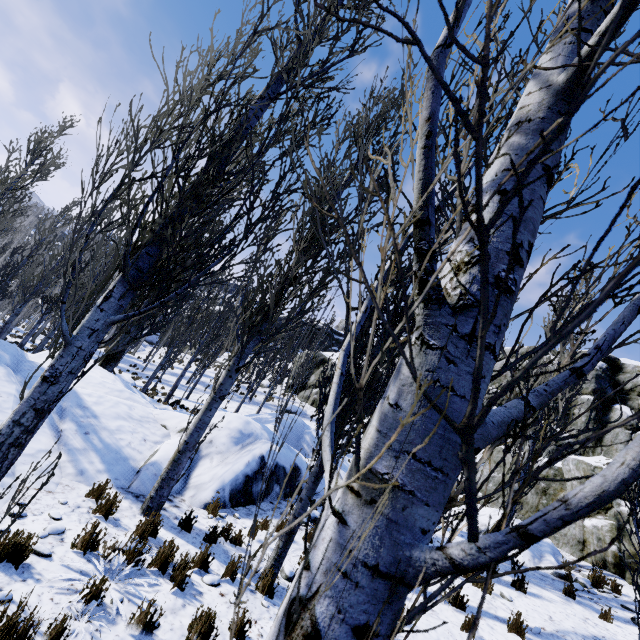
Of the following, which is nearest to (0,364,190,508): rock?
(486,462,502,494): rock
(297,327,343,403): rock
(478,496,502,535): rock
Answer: (478,496,502,535): rock

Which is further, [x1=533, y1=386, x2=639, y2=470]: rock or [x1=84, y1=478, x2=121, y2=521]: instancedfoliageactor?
[x1=533, y1=386, x2=639, y2=470]: rock

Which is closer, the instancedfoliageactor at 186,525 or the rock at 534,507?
the instancedfoliageactor at 186,525

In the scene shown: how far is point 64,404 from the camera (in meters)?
8.15

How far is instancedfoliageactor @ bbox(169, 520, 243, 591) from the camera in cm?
461

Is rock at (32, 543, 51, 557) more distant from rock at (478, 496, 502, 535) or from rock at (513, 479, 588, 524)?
rock at (513, 479, 588, 524)

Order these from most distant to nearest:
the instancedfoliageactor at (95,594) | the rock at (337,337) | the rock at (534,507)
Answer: the rock at (337,337) → the rock at (534,507) → the instancedfoliageactor at (95,594)

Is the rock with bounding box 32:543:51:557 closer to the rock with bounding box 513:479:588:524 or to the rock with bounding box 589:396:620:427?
the rock with bounding box 513:479:588:524
